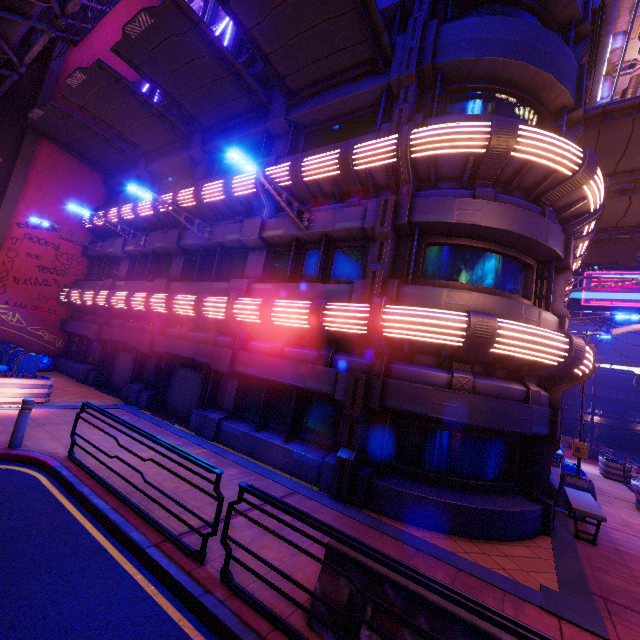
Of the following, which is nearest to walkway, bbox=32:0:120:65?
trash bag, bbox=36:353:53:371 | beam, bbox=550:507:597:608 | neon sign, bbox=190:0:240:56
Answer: neon sign, bbox=190:0:240:56

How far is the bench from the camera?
7.7 meters

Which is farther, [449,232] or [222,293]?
[222,293]

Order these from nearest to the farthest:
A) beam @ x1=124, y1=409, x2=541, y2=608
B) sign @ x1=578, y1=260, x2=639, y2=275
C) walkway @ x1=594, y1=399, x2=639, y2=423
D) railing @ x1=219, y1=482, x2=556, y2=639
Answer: railing @ x1=219, y1=482, x2=556, y2=639
beam @ x1=124, y1=409, x2=541, y2=608
sign @ x1=578, y1=260, x2=639, y2=275
walkway @ x1=594, y1=399, x2=639, y2=423

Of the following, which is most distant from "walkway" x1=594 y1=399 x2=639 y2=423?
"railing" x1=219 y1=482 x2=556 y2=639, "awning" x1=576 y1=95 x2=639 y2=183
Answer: "railing" x1=219 y1=482 x2=556 y2=639

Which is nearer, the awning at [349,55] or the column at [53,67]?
the awning at [349,55]

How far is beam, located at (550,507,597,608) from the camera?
5.4m

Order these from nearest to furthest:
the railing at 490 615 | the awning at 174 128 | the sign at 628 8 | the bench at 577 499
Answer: the railing at 490 615 < the bench at 577 499 < the sign at 628 8 < the awning at 174 128
